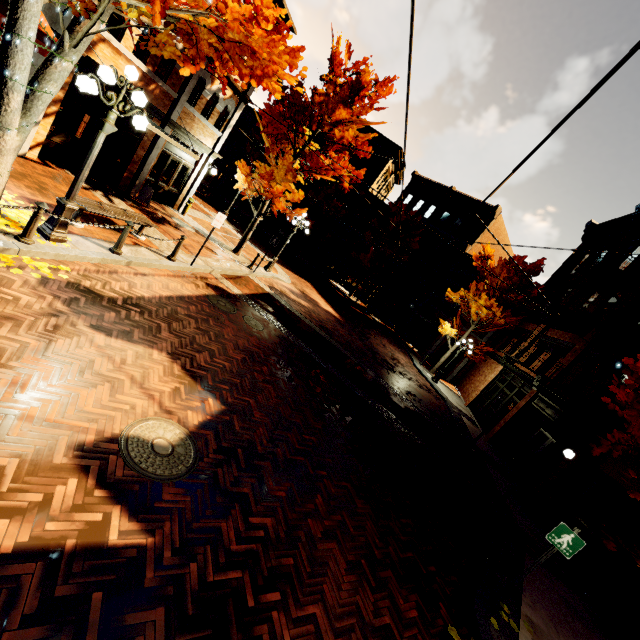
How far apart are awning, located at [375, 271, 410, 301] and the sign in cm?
2435

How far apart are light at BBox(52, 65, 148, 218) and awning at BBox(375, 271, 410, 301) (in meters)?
24.15

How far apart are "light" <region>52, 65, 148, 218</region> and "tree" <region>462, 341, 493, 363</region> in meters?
22.9 m

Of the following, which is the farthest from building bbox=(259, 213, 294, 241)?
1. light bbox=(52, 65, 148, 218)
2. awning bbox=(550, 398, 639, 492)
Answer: light bbox=(52, 65, 148, 218)

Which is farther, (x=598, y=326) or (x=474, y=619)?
(x=598, y=326)

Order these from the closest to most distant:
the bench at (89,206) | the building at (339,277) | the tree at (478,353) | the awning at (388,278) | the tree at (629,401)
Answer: the tree at (629,401), the bench at (89,206), the tree at (478,353), the awning at (388,278), the building at (339,277)

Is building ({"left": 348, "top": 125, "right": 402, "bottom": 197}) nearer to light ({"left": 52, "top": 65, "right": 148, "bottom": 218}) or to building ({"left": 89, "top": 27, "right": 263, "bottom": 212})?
light ({"left": 52, "top": 65, "right": 148, "bottom": 218})

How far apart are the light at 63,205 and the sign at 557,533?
10.0m
